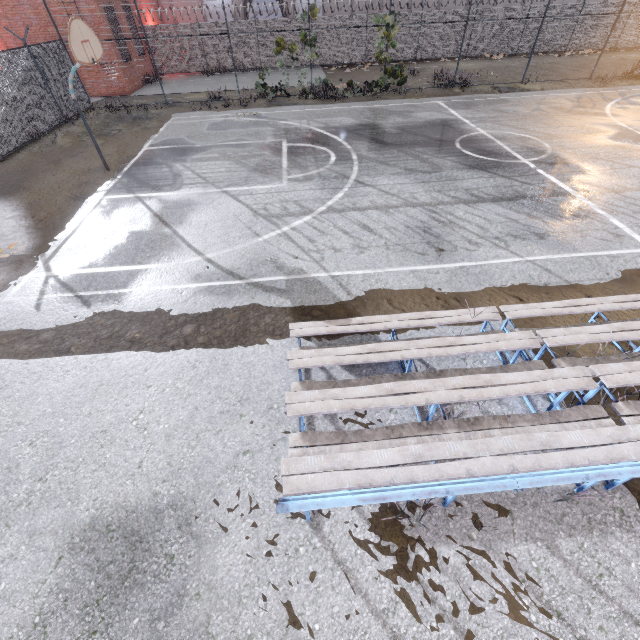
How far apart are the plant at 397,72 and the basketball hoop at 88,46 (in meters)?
11.49

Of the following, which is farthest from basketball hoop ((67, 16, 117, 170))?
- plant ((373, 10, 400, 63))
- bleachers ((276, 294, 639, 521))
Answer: plant ((373, 10, 400, 63))

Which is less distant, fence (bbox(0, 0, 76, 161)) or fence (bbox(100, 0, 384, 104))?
fence (bbox(0, 0, 76, 161))

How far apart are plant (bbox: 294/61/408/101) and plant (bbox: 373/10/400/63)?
1.3 meters

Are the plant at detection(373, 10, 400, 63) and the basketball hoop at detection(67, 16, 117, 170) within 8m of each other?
no

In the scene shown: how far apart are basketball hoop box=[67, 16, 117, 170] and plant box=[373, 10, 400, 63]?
13.0 meters

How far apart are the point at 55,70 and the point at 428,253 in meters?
19.6

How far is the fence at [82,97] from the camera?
16.2 meters
